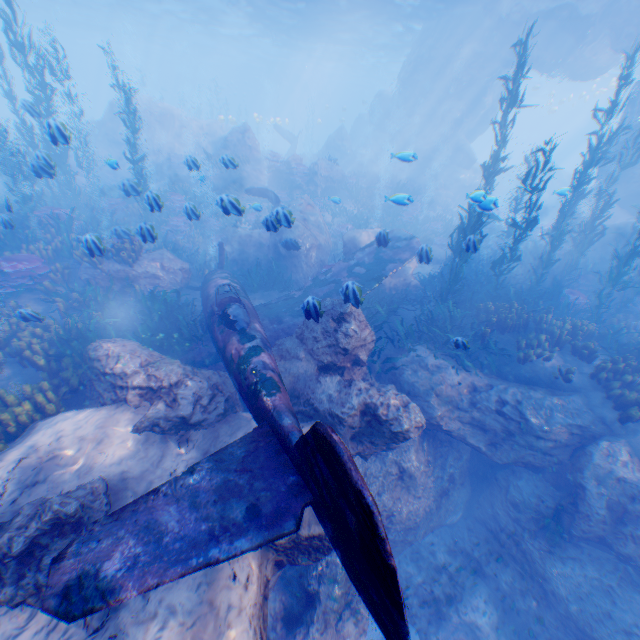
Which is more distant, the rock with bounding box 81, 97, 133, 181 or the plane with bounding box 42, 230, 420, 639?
the rock with bounding box 81, 97, 133, 181

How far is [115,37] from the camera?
49.9m

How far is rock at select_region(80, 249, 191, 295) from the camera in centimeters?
1020cm

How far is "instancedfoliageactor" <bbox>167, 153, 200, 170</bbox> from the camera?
10.0m

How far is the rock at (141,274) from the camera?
10.2m

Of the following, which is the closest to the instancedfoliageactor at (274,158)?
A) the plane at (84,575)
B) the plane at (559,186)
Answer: the plane at (84,575)

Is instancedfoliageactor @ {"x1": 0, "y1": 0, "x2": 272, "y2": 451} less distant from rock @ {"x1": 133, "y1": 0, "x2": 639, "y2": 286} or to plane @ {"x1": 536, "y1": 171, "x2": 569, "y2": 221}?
rock @ {"x1": 133, "y1": 0, "x2": 639, "y2": 286}
